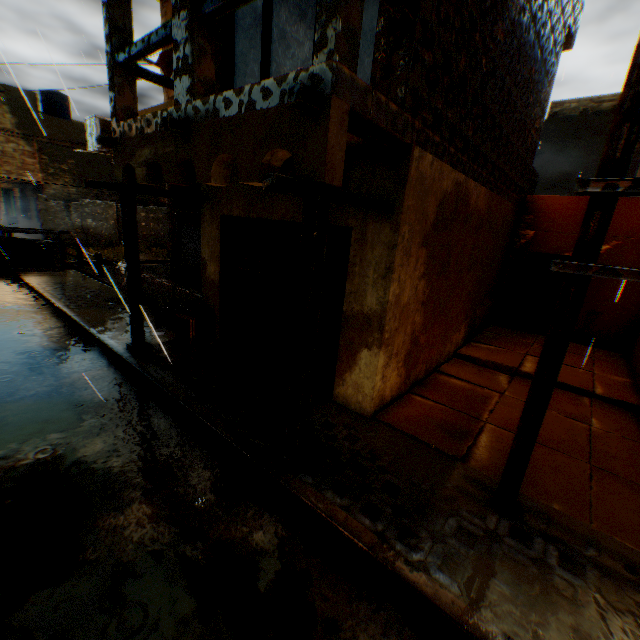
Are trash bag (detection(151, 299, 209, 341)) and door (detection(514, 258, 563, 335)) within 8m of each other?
no

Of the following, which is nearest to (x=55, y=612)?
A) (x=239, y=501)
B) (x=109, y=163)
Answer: (x=239, y=501)

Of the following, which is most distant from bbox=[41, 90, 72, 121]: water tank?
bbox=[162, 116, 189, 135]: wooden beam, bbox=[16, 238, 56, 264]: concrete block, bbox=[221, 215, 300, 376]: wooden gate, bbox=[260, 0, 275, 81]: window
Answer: bbox=[162, 116, 189, 135]: wooden beam

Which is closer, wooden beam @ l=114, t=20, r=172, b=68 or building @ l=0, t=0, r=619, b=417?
building @ l=0, t=0, r=619, b=417

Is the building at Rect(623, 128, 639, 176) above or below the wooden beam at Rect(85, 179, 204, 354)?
above

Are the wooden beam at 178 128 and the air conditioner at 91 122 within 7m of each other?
yes

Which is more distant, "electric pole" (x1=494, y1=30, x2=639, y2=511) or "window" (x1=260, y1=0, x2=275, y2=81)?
"window" (x1=260, y1=0, x2=275, y2=81)

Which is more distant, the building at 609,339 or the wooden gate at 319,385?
the building at 609,339
